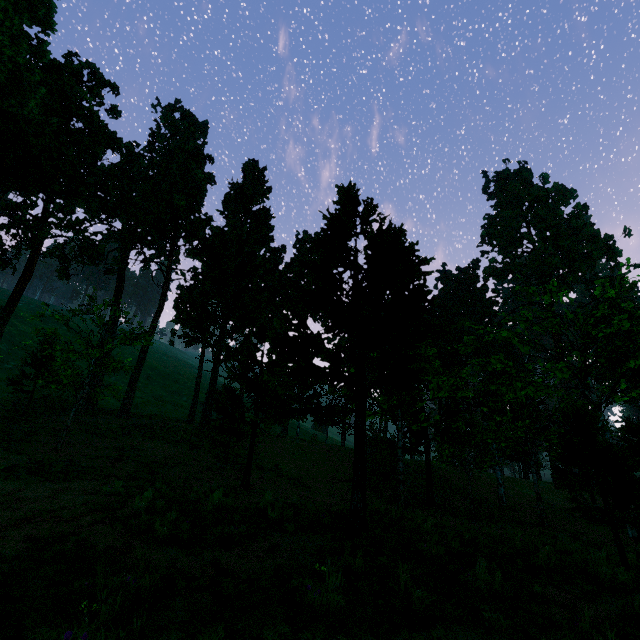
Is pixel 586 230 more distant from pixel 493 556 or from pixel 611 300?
pixel 493 556
